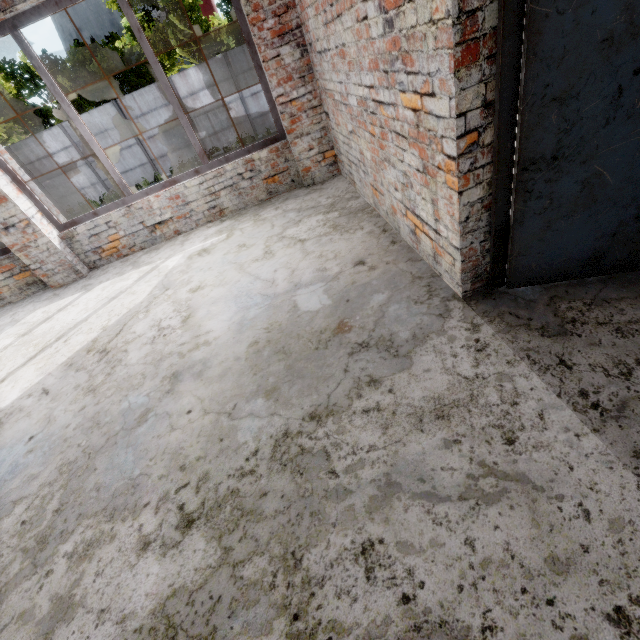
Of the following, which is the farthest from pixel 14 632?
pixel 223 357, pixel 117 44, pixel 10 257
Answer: pixel 117 44

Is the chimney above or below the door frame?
above

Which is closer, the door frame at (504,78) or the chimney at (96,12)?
the door frame at (504,78)

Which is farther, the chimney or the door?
the chimney

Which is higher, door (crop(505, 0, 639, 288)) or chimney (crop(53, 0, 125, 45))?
chimney (crop(53, 0, 125, 45))

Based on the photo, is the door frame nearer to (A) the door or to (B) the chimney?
(A) the door

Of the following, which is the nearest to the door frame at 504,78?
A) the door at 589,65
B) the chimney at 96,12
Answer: the door at 589,65
